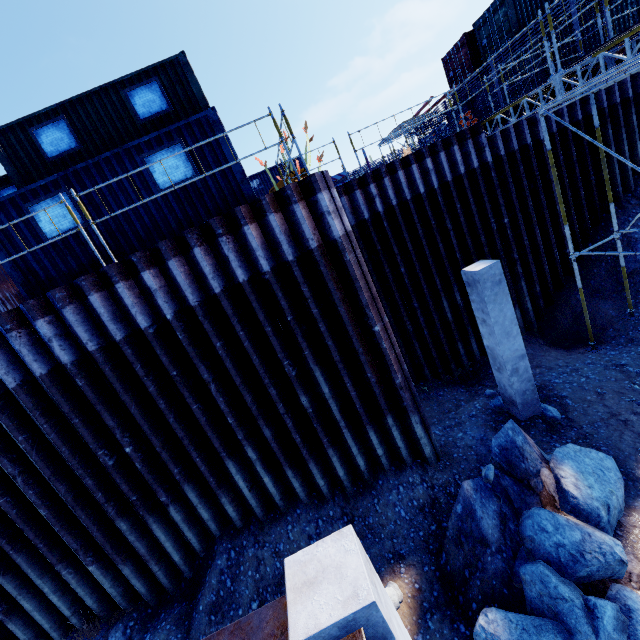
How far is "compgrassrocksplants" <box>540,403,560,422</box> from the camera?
8.02m

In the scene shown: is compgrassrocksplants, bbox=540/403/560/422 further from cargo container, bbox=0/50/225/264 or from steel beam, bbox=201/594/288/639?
cargo container, bbox=0/50/225/264

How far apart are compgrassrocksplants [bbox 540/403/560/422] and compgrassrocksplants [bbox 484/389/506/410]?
0.3 meters

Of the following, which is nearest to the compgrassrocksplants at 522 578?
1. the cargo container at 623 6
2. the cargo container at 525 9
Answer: the cargo container at 623 6

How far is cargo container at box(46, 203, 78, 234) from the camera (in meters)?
7.46

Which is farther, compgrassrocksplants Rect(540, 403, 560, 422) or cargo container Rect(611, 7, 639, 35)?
cargo container Rect(611, 7, 639, 35)

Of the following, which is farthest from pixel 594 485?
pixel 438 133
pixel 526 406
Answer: pixel 438 133

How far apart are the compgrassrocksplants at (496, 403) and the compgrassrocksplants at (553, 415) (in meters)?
0.29
